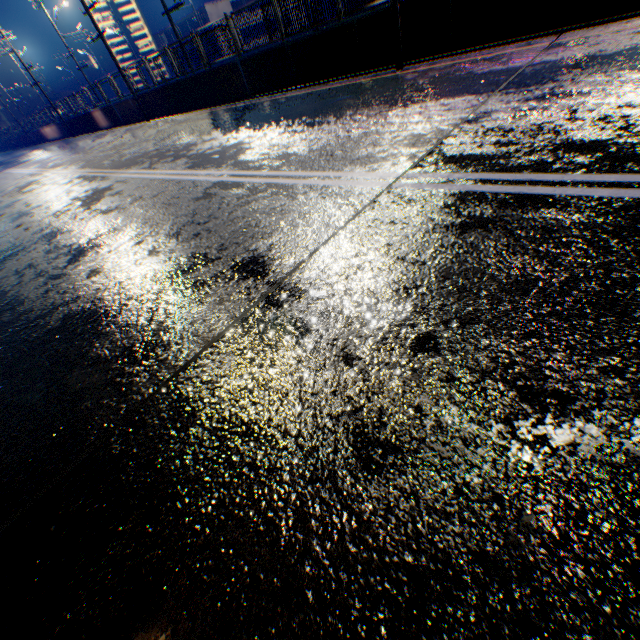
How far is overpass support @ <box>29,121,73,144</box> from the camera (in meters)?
29.72

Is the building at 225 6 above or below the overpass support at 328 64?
above

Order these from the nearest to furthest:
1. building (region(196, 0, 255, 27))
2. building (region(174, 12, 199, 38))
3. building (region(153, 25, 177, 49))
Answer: building (region(196, 0, 255, 27)), building (region(174, 12, 199, 38)), building (region(153, 25, 177, 49))

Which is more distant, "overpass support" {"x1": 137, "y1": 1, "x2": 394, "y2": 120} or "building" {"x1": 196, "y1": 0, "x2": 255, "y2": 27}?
"building" {"x1": 196, "y1": 0, "x2": 255, "y2": 27}

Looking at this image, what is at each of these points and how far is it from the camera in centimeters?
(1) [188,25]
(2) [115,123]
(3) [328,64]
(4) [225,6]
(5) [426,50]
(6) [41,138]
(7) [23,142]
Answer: (1) building, 4759cm
(2) overpass support, 2252cm
(3) overpass support, 1040cm
(4) building, 4481cm
(5) overpass support, 852cm
(6) overpass support, 3631cm
(7) overpass support, 4281cm

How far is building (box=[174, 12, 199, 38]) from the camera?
45.84m
